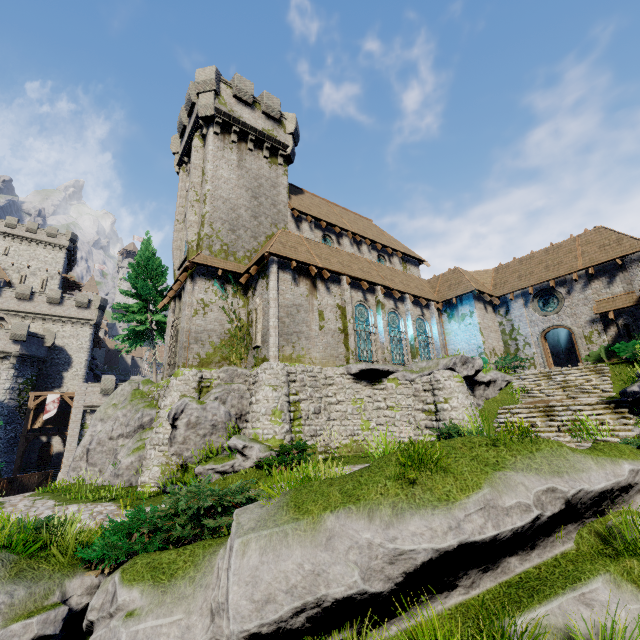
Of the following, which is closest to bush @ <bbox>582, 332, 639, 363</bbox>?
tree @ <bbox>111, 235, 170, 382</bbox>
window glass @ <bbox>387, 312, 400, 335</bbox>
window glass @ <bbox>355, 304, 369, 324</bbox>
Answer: window glass @ <bbox>387, 312, 400, 335</bbox>

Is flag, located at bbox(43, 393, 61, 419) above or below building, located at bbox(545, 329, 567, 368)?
below

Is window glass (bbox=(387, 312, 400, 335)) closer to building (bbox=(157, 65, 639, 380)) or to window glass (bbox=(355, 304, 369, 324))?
building (bbox=(157, 65, 639, 380))

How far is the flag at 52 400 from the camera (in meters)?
34.85

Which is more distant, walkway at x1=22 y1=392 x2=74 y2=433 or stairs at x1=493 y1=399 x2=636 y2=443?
walkway at x1=22 y1=392 x2=74 y2=433

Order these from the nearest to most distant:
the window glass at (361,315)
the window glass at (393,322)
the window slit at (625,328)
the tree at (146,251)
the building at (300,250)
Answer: the building at (300,250) → the window slit at (625,328) → the window glass at (361,315) → the window glass at (393,322) → the tree at (146,251)

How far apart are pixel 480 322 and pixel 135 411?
22.8m

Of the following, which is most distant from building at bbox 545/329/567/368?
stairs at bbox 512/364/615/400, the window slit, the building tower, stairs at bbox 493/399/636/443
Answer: the building tower
